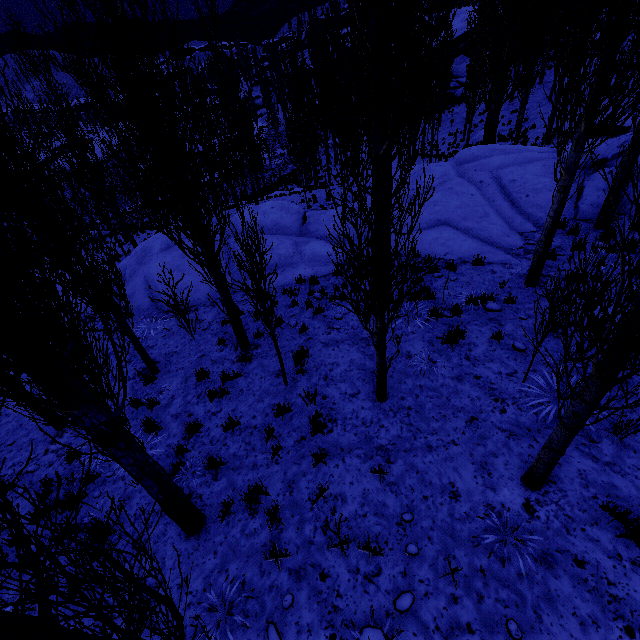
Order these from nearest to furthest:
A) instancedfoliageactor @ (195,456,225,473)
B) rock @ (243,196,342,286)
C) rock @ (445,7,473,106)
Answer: instancedfoliageactor @ (195,456,225,473) → rock @ (243,196,342,286) → rock @ (445,7,473,106)

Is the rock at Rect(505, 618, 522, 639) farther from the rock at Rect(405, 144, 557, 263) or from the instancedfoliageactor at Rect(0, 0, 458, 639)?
the rock at Rect(405, 144, 557, 263)

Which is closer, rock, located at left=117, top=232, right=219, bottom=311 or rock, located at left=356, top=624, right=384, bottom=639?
rock, located at left=356, top=624, right=384, bottom=639

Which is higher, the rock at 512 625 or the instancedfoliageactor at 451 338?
the rock at 512 625

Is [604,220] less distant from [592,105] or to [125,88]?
[592,105]

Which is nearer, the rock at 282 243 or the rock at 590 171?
the rock at 590 171

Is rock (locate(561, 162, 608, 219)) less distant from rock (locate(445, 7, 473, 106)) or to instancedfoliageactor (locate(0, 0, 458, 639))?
instancedfoliageactor (locate(0, 0, 458, 639))
